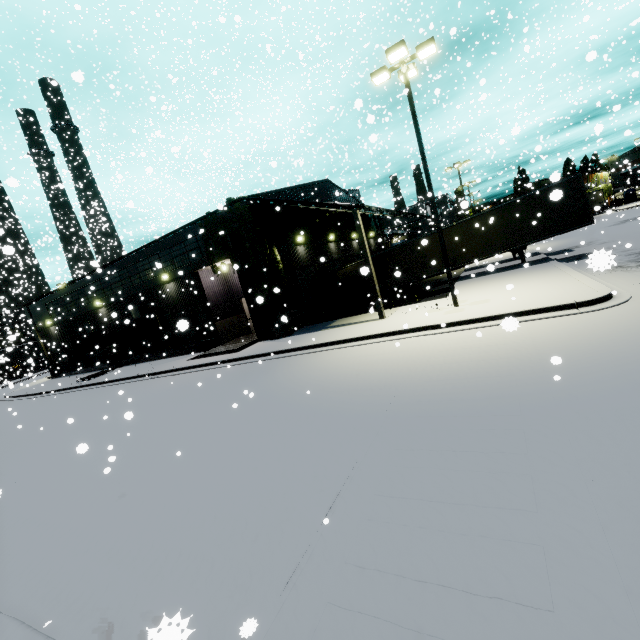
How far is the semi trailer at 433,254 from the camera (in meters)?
21.08

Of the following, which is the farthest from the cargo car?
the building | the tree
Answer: the tree

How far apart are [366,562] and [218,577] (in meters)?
1.77

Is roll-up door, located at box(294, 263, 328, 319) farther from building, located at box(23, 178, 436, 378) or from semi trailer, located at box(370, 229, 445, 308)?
semi trailer, located at box(370, 229, 445, 308)

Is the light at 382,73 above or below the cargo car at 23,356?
above

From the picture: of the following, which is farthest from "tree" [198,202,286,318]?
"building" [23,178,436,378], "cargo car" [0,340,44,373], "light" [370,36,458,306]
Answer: "cargo car" [0,340,44,373]

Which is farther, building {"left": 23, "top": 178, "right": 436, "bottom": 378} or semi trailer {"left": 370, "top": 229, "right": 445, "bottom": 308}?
semi trailer {"left": 370, "top": 229, "right": 445, "bottom": 308}

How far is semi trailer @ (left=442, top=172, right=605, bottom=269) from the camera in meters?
17.2 m
